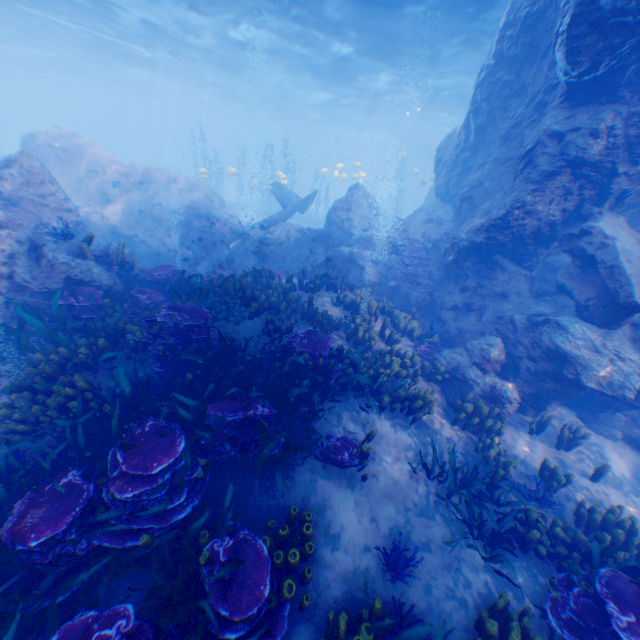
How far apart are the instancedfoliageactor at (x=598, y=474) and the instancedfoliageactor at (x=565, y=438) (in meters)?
0.62

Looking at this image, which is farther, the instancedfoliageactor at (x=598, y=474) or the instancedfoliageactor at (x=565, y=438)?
the instancedfoliageactor at (x=565, y=438)

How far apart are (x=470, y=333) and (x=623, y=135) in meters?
5.8 m

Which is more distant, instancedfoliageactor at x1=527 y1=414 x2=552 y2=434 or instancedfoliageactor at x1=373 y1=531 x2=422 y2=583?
instancedfoliageactor at x1=527 y1=414 x2=552 y2=434

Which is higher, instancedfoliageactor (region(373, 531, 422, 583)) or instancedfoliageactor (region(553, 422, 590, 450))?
instancedfoliageactor (region(553, 422, 590, 450))

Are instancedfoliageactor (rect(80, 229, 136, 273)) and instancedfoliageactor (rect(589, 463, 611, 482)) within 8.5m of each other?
no

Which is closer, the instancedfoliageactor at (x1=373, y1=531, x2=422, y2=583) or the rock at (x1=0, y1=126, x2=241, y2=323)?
the instancedfoliageactor at (x1=373, y1=531, x2=422, y2=583)

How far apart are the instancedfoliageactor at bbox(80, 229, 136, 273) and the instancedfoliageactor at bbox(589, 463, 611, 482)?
12.50m
